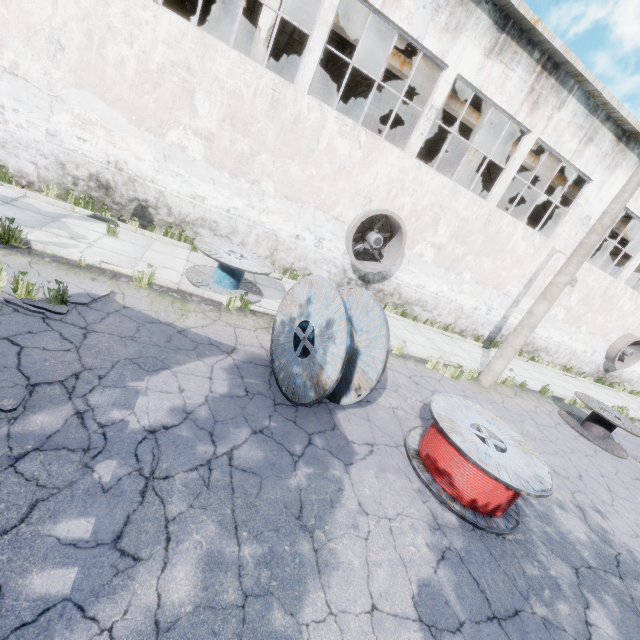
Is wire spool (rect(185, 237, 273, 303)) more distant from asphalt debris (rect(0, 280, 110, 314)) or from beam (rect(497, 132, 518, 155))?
beam (rect(497, 132, 518, 155))

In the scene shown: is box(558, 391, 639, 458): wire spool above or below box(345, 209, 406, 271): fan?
below

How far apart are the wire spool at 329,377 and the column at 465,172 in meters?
11.2 m

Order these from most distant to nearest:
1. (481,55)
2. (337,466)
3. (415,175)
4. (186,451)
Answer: (415,175), (481,55), (337,466), (186,451)

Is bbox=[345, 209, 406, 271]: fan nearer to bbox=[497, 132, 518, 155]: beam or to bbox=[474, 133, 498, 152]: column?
bbox=[474, 133, 498, 152]: column

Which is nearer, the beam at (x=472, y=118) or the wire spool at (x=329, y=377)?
the wire spool at (x=329, y=377)

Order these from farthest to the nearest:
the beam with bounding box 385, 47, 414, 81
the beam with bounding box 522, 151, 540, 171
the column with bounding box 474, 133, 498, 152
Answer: the beam with bounding box 522, 151, 540, 171 < the column with bounding box 474, 133, 498, 152 < the beam with bounding box 385, 47, 414, 81

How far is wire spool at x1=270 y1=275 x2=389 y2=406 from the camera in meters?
4.6 m
